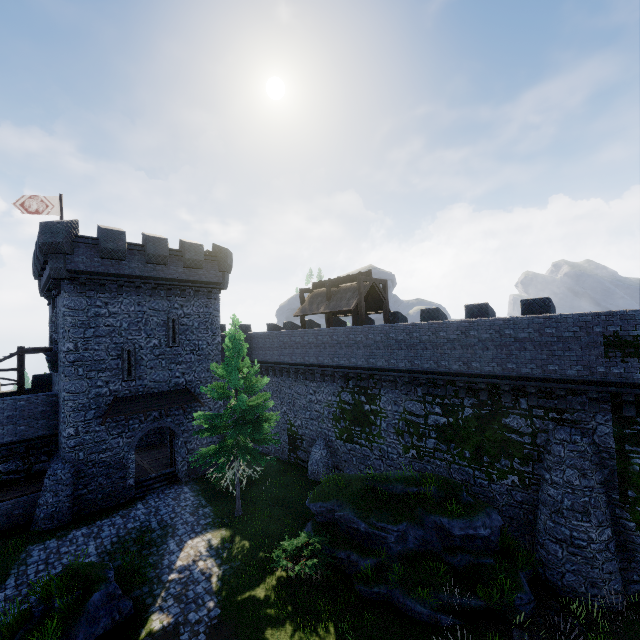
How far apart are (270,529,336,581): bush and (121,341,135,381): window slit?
13.8m

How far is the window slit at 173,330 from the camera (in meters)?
22.69

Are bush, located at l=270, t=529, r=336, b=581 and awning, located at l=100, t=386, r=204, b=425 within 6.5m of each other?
no

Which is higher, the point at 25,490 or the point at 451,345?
the point at 451,345

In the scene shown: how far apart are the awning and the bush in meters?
11.7 m

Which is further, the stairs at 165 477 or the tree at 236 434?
the stairs at 165 477

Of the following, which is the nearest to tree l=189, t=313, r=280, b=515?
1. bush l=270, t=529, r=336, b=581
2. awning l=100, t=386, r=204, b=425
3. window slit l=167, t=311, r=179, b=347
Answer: bush l=270, t=529, r=336, b=581

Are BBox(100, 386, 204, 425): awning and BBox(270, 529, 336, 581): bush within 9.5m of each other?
no
